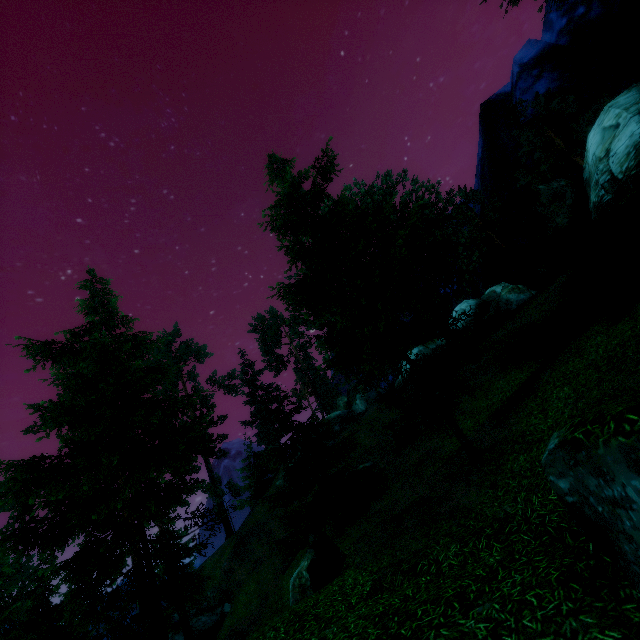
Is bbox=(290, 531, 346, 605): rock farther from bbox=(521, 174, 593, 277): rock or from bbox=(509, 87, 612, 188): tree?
bbox=(521, 174, 593, 277): rock

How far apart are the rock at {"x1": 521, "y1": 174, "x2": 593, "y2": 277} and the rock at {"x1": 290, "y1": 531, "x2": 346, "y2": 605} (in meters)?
19.17

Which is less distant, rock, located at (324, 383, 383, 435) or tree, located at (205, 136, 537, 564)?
tree, located at (205, 136, 537, 564)

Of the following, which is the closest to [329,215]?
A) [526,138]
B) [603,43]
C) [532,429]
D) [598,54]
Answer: [532,429]

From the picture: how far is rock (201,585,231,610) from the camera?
32.2m

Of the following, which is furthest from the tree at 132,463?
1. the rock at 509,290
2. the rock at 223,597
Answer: the rock at 223,597

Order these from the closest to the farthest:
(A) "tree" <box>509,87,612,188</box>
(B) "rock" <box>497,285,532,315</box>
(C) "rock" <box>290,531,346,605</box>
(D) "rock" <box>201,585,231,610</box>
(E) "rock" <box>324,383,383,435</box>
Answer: (C) "rock" <box>290,531,346,605</box> < (A) "tree" <box>509,87,612,188</box> < (B) "rock" <box>497,285,532,315</box> < (D) "rock" <box>201,585,231,610</box> < (E) "rock" <box>324,383,383,435</box>

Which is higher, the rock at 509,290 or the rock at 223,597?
the rock at 509,290
